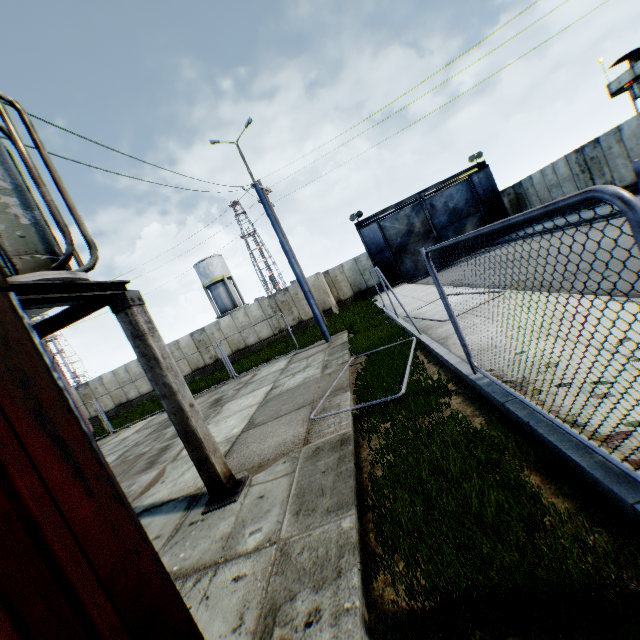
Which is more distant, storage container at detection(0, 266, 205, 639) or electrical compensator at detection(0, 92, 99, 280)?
electrical compensator at detection(0, 92, 99, 280)

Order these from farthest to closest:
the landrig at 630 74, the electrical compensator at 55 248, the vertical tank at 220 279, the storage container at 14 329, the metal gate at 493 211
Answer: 1. the vertical tank at 220 279
2. the metal gate at 493 211
3. the landrig at 630 74
4. the electrical compensator at 55 248
5. the storage container at 14 329

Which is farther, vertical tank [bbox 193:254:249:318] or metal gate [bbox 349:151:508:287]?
vertical tank [bbox 193:254:249:318]

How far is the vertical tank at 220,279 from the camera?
42.1m

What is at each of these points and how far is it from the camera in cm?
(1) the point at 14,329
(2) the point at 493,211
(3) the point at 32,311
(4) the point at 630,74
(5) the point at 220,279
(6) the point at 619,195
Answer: (1) storage container, 125
(2) metal gate, 2531
(3) electrical compensator, 429
(4) landrig, 2178
(5) vertical tank, 4238
(6) metal fence, 144

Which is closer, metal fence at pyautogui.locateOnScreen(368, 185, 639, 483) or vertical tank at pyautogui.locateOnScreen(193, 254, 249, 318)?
metal fence at pyautogui.locateOnScreen(368, 185, 639, 483)

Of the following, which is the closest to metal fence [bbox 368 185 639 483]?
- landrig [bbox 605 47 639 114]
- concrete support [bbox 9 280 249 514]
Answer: concrete support [bbox 9 280 249 514]
